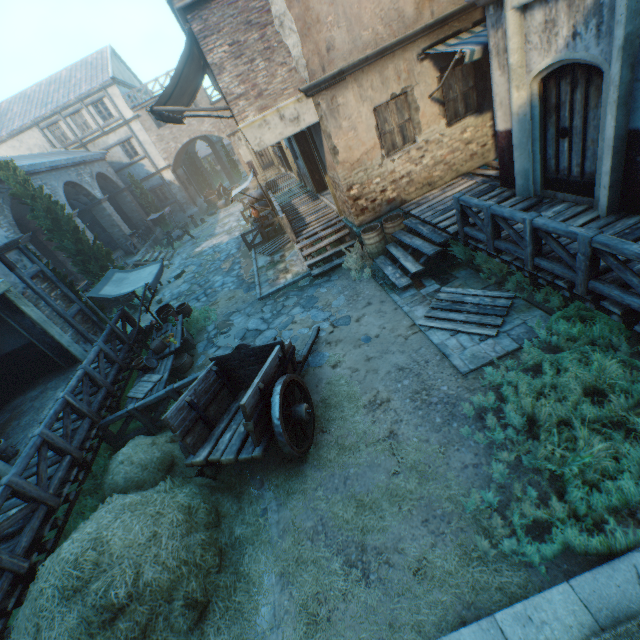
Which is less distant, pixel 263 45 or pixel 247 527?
pixel 247 527

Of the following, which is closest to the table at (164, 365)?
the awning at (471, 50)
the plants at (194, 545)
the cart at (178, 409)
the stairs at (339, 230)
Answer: the plants at (194, 545)

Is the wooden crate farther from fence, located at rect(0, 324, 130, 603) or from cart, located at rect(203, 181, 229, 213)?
cart, located at rect(203, 181, 229, 213)

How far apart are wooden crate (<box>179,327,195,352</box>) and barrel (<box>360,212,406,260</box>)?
6.3m

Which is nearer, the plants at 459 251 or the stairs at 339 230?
the plants at 459 251

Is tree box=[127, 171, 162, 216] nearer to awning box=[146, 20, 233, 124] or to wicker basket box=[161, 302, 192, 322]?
wicker basket box=[161, 302, 192, 322]

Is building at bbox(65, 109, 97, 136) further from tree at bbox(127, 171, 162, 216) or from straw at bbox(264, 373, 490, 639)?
straw at bbox(264, 373, 490, 639)

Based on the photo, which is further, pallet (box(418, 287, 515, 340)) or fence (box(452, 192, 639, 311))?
pallet (box(418, 287, 515, 340))
